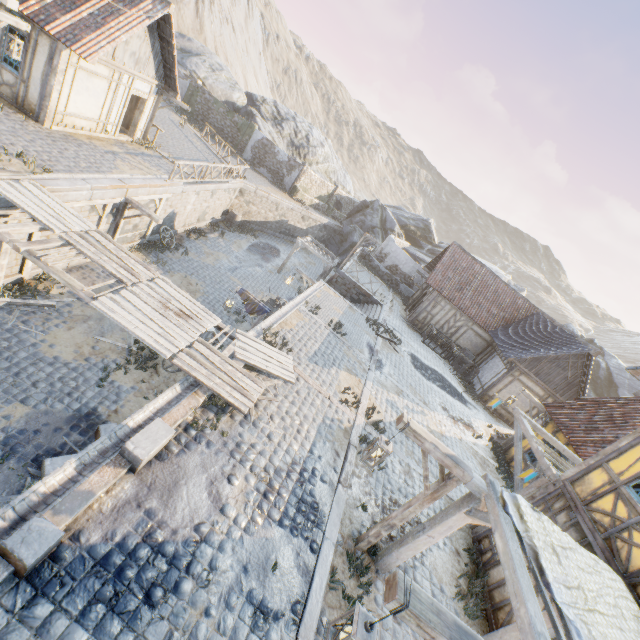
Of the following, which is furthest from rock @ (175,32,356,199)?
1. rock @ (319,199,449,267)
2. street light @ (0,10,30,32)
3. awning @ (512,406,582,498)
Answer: street light @ (0,10,30,32)

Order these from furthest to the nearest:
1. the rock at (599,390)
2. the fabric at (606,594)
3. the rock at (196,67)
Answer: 1. the rock at (196,67)
2. the rock at (599,390)
3. the fabric at (606,594)

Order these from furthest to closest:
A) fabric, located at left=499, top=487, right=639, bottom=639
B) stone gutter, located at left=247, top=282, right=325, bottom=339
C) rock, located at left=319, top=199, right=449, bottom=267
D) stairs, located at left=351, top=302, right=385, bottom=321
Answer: rock, located at left=319, top=199, right=449, bottom=267 < stairs, located at left=351, top=302, right=385, bottom=321 < stone gutter, located at left=247, top=282, right=325, bottom=339 < fabric, located at left=499, top=487, right=639, bottom=639

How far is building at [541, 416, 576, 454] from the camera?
12.1 meters

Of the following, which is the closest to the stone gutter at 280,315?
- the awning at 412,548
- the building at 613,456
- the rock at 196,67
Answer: Result: the awning at 412,548

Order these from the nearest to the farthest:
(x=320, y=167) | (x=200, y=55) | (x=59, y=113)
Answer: (x=59, y=113)
(x=200, y=55)
(x=320, y=167)

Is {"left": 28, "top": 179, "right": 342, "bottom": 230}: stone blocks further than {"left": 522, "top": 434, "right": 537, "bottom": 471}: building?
No

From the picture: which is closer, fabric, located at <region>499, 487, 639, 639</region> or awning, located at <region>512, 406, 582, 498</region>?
fabric, located at <region>499, 487, 639, 639</region>
